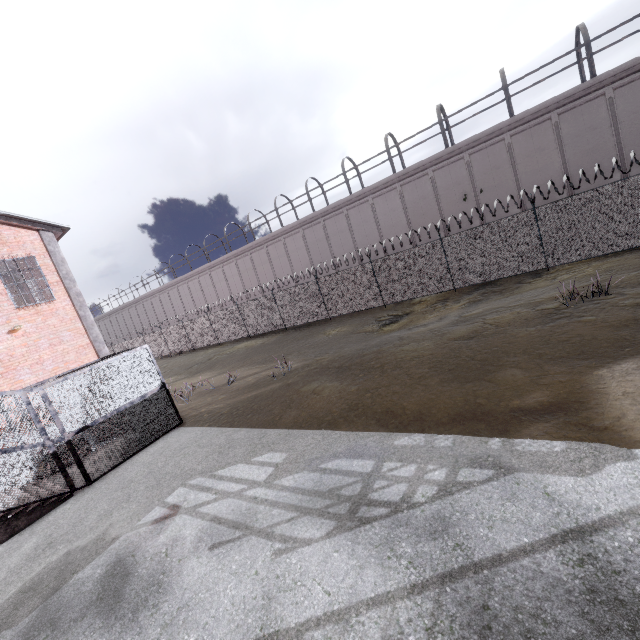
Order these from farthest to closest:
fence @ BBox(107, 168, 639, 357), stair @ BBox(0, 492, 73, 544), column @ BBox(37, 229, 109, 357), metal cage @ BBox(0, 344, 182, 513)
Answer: column @ BBox(37, 229, 109, 357) < fence @ BBox(107, 168, 639, 357) < metal cage @ BBox(0, 344, 182, 513) < stair @ BBox(0, 492, 73, 544)

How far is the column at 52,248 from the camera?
14.1 meters

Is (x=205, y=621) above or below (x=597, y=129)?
below

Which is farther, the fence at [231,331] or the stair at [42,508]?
the fence at [231,331]

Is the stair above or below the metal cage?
below

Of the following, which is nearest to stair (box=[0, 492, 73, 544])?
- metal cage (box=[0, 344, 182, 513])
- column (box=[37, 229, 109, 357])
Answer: metal cage (box=[0, 344, 182, 513])

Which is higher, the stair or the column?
the column

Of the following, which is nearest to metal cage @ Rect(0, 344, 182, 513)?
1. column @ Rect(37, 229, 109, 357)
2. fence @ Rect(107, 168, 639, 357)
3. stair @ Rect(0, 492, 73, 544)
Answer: stair @ Rect(0, 492, 73, 544)
